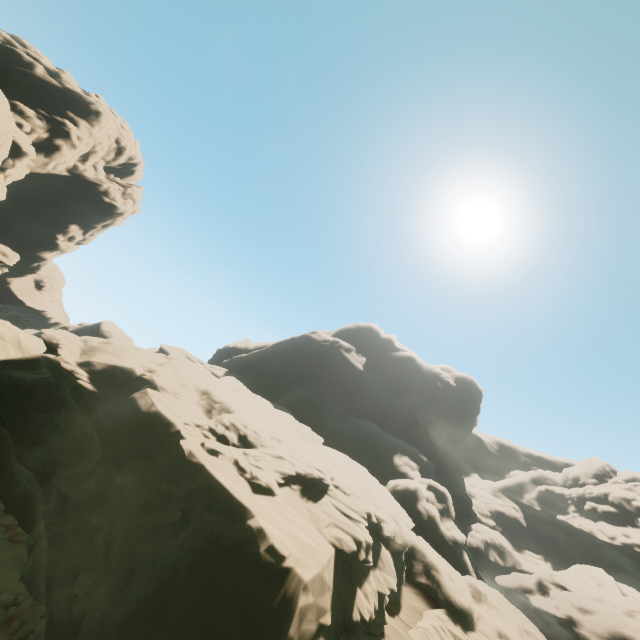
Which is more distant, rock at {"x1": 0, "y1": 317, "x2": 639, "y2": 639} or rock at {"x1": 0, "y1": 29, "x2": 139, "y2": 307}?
rock at {"x1": 0, "y1": 29, "x2": 139, "y2": 307}

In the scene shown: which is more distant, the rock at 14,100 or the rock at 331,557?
the rock at 14,100

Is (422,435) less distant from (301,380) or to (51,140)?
(301,380)
